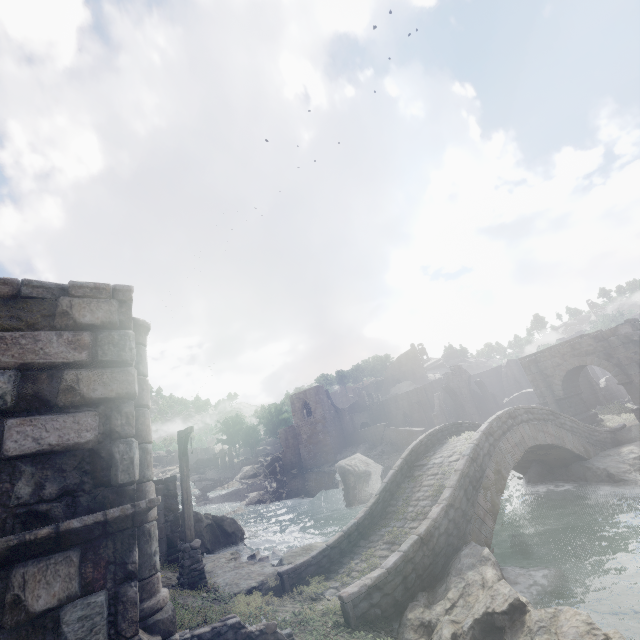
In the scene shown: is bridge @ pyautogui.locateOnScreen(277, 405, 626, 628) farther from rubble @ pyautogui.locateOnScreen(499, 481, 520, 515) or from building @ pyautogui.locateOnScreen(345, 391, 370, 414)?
building @ pyautogui.locateOnScreen(345, 391, 370, 414)

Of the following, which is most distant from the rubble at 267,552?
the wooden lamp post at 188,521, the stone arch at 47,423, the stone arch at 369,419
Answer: the stone arch at 369,419

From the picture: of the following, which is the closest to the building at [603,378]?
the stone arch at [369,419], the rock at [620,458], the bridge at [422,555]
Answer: the stone arch at [369,419]

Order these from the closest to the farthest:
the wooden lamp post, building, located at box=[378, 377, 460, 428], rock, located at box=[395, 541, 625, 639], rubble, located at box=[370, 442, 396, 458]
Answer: rock, located at box=[395, 541, 625, 639] → the wooden lamp post → rubble, located at box=[370, 442, 396, 458] → building, located at box=[378, 377, 460, 428]

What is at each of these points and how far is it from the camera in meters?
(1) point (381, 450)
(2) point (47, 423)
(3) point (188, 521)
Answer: (1) rubble, 39.9
(2) stone arch, 4.6
(3) wooden lamp post, 10.7

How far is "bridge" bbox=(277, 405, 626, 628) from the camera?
8.18m

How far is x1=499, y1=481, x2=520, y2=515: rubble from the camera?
17.12m

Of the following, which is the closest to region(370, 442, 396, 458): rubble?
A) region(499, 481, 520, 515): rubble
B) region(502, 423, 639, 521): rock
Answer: region(499, 481, 520, 515): rubble
